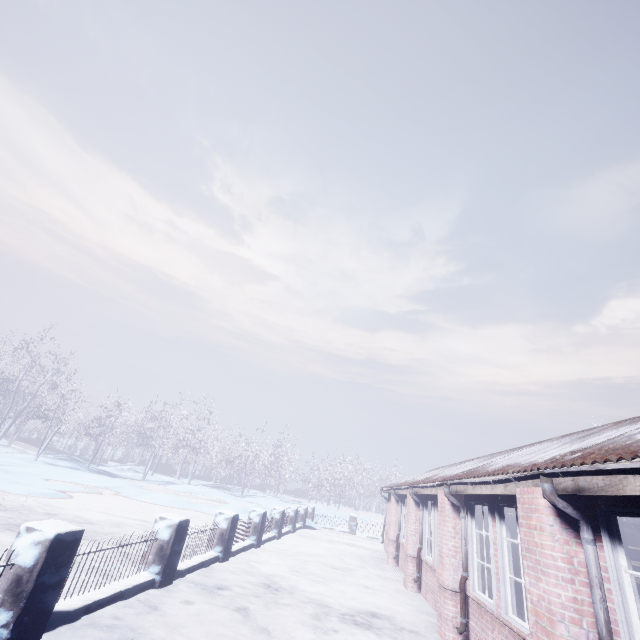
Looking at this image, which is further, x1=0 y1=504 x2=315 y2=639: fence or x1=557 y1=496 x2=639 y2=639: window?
x1=0 y1=504 x2=315 y2=639: fence

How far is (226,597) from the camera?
5.2m

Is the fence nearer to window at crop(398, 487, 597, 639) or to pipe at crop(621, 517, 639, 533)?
window at crop(398, 487, 597, 639)

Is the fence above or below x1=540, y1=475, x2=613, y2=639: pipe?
below

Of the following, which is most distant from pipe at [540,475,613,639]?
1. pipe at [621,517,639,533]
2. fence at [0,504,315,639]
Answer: fence at [0,504,315,639]

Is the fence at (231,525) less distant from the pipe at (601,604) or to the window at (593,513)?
the window at (593,513)

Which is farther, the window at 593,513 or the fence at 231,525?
the fence at 231,525

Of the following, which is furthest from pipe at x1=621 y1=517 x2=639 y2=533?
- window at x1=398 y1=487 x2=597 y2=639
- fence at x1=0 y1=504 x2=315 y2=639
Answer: fence at x1=0 y1=504 x2=315 y2=639
